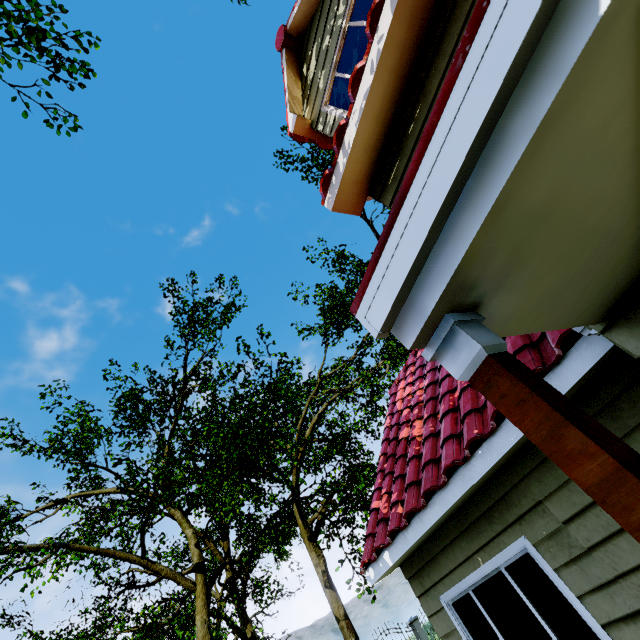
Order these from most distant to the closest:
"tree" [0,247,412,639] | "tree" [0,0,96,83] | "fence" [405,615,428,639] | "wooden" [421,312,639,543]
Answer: "fence" [405,615,428,639], "tree" [0,247,412,639], "tree" [0,0,96,83], "wooden" [421,312,639,543]

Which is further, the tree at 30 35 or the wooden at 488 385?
the tree at 30 35

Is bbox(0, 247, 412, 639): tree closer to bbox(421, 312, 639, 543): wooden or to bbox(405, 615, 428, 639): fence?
bbox(405, 615, 428, 639): fence

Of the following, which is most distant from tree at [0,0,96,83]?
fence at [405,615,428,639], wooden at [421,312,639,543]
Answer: wooden at [421,312,639,543]

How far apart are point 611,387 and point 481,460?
1.4 meters

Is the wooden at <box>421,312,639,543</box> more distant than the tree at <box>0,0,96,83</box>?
No

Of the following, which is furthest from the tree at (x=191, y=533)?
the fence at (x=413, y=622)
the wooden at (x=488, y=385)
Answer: the wooden at (x=488, y=385)
